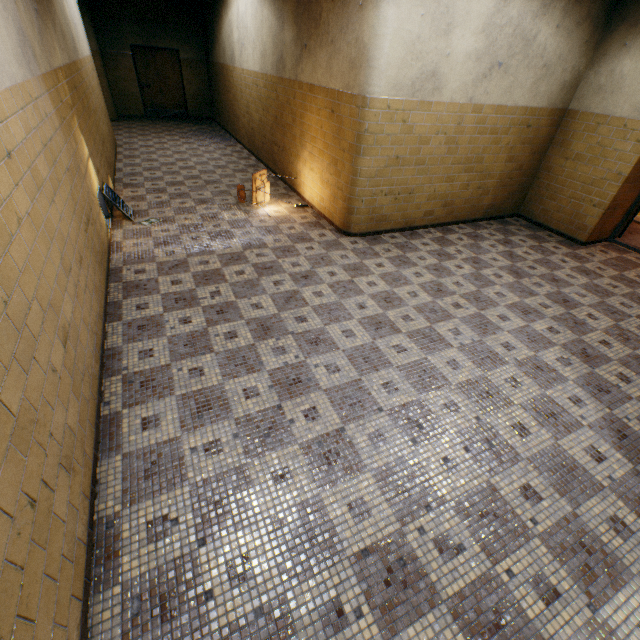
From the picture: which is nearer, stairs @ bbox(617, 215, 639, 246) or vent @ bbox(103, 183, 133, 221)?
vent @ bbox(103, 183, 133, 221)

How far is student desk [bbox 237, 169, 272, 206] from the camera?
5.9m

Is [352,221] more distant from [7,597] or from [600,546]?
[7,597]

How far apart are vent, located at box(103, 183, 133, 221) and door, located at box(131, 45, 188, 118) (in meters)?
9.96

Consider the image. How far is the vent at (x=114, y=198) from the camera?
5.0m

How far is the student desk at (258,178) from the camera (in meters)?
5.91

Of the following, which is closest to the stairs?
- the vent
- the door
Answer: the vent

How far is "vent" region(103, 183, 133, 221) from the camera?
5.0 meters
